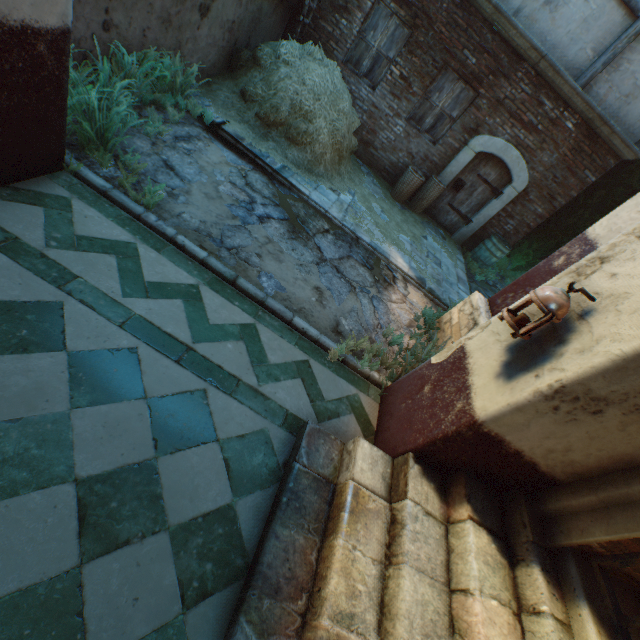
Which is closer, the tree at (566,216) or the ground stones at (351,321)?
the ground stones at (351,321)

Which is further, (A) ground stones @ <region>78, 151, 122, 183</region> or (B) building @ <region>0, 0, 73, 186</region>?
(A) ground stones @ <region>78, 151, 122, 183</region>

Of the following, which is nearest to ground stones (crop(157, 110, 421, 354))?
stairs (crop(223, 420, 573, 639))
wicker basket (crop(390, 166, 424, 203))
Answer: stairs (crop(223, 420, 573, 639))

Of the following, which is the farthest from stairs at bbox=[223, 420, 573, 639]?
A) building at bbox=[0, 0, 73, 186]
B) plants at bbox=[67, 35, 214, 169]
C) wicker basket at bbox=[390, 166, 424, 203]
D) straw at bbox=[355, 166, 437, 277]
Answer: wicker basket at bbox=[390, 166, 424, 203]

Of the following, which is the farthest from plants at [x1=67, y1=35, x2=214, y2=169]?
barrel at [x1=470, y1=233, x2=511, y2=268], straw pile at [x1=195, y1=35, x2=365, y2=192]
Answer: barrel at [x1=470, y1=233, x2=511, y2=268]

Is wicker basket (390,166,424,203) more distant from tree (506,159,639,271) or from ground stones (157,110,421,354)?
tree (506,159,639,271)

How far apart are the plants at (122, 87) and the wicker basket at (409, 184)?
5.5m

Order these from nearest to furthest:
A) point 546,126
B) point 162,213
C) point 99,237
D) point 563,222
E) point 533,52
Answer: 1. point 99,237
2. point 162,213
3. point 533,52
4. point 546,126
5. point 563,222
